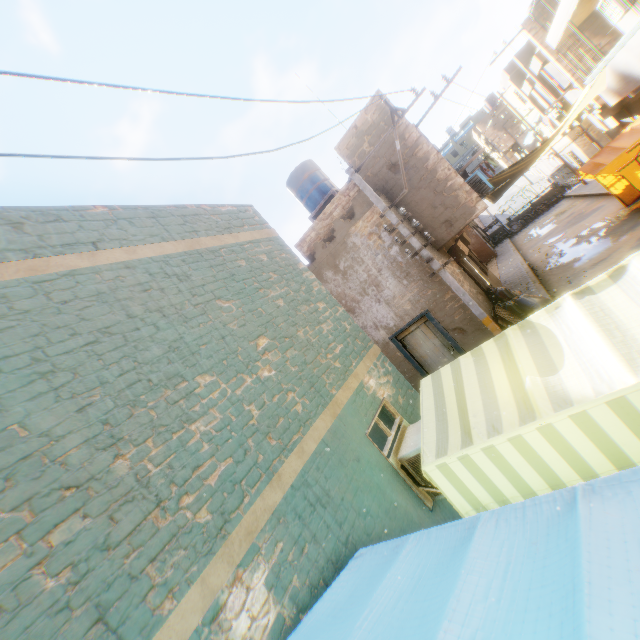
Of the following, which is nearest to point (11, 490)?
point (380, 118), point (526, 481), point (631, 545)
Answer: point (631, 545)

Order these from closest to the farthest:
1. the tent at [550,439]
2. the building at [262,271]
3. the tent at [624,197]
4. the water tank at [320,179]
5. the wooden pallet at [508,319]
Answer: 1. the tent at [550,439]
2. the building at [262,271]
3. the wooden pallet at [508,319]
4. the tent at [624,197]
5. the water tank at [320,179]

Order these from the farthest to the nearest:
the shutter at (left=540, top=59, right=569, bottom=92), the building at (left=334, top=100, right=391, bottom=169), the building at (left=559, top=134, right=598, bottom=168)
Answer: the building at (left=559, top=134, right=598, bottom=168), the shutter at (left=540, top=59, right=569, bottom=92), the building at (left=334, top=100, right=391, bottom=169)

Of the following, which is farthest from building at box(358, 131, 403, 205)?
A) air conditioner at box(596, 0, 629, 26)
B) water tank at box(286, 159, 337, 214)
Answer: water tank at box(286, 159, 337, 214)

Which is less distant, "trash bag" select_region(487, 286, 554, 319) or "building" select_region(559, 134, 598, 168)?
"trash bag" select_region(487, 286, 554, 319)

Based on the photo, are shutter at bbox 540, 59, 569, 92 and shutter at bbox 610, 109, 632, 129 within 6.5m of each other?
yes

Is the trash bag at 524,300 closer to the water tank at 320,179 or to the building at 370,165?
the building at 370,165

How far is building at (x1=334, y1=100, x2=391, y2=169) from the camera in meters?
10.0 m
